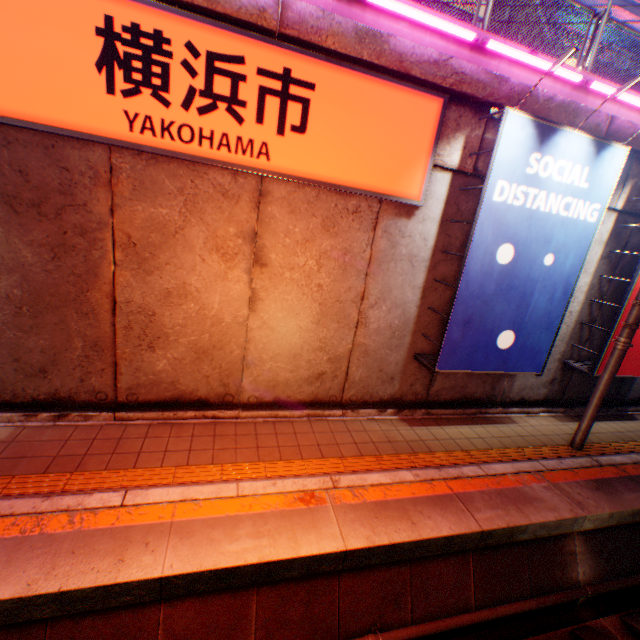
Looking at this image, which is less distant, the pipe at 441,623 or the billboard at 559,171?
the pipe at 441,623

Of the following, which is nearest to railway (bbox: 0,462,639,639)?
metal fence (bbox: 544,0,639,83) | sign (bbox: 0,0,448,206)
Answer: metal fence (bbox: 544,0,639,83)

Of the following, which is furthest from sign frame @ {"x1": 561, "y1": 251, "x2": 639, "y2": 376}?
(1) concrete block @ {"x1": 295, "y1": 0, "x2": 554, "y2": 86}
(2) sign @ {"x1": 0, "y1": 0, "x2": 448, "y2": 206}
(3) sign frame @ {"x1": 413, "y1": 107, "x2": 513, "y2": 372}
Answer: (2) sign @ {"x1": 0, "y1": 0, "x2": 448, "y2": 206}

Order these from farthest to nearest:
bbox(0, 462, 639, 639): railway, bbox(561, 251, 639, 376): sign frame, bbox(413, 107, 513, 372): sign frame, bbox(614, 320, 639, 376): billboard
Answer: bbox(614, 320, 639, 376): billboard → bbox(561, 251, 639, 376): sign frame → bbox(413, 107, 513, 372): sign frame → bbox(0, 462, 639, 639): railway

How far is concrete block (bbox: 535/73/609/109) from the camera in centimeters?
586cm

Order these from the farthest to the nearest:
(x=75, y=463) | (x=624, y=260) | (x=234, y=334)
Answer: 1. (x=624, y=260)
2. (x=234, y=334)
3. (x=75, y=463)

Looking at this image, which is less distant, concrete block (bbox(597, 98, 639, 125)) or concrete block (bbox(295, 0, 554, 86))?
concrete block (bbox(295, 0, 554, 86))

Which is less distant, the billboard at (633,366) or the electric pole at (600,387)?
the electric pole at (600,387)
